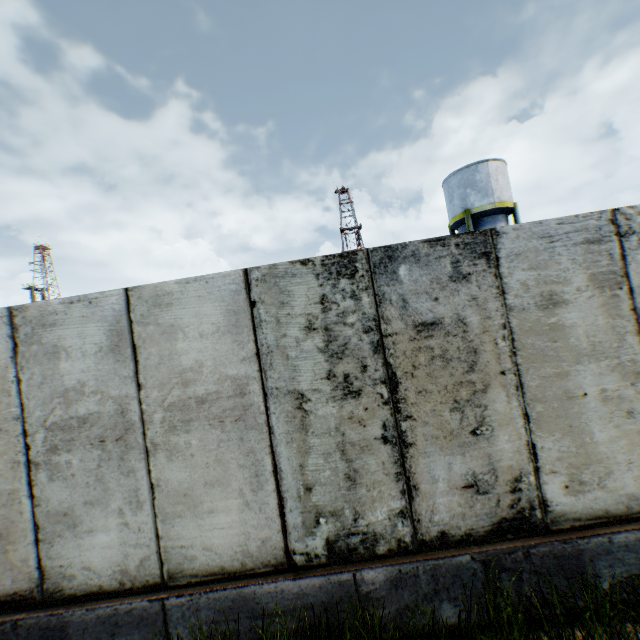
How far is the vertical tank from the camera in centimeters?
2072cm

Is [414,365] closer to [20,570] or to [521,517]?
[521,517]

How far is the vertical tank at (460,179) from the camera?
20.7 meters
